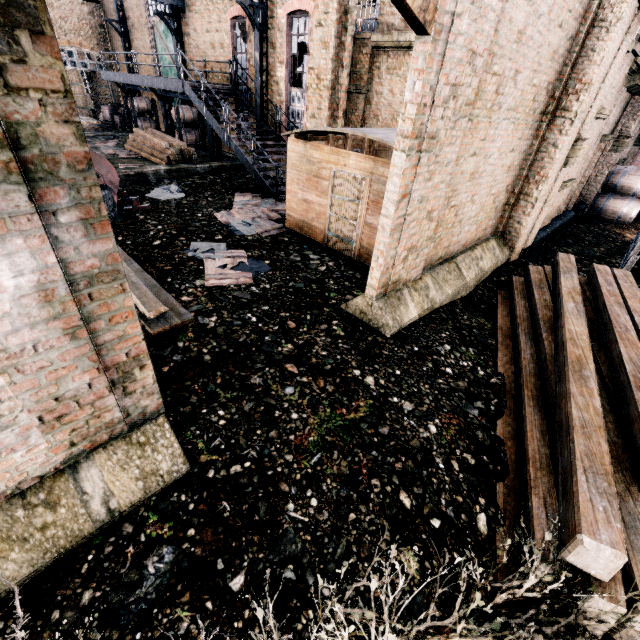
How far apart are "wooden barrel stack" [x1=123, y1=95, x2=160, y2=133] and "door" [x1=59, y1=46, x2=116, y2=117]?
9.3 meters

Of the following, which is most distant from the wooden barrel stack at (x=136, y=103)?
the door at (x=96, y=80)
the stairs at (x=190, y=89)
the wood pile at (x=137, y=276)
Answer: the wood pile at (x=137, y=276)

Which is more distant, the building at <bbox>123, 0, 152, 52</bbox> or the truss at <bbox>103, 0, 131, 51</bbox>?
the truss at <bbox>103, 0, 131, 51</bbox>

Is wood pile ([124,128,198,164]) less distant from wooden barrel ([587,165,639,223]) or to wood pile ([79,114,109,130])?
wood pile ([79,114,109,130])

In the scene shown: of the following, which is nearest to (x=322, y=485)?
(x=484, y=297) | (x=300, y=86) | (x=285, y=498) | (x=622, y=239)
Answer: (x=285, y=498)

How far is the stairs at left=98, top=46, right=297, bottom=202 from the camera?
14.16m

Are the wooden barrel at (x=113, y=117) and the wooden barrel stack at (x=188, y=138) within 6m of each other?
no

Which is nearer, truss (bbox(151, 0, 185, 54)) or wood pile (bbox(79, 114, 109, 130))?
truss (bbox(151, 0, 185, 54))
